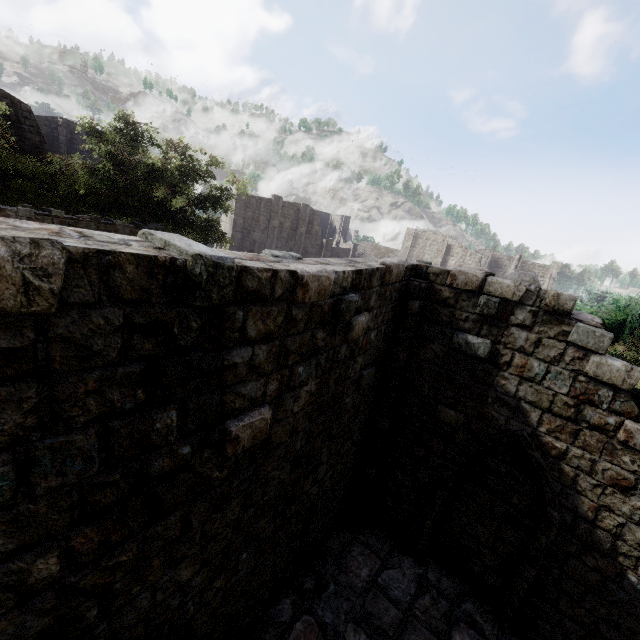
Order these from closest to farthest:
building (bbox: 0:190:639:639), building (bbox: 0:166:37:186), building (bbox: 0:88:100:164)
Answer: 1. building (bbox: 0:190:639:639)
2. building (bbox: 0:88:100:164)
3. building (bbox: 0:166:37:186)

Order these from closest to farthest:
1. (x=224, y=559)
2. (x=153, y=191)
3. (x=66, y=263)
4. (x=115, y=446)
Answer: (x=66, y=263) → (x=115, y=446) → (x=224, y=559) → (x=153, y=191)

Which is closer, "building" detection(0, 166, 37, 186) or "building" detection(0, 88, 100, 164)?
"building" detection(0, 88, 100, 164)

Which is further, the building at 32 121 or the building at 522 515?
the building at 32 121

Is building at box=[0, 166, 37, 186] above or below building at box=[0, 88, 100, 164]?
below
